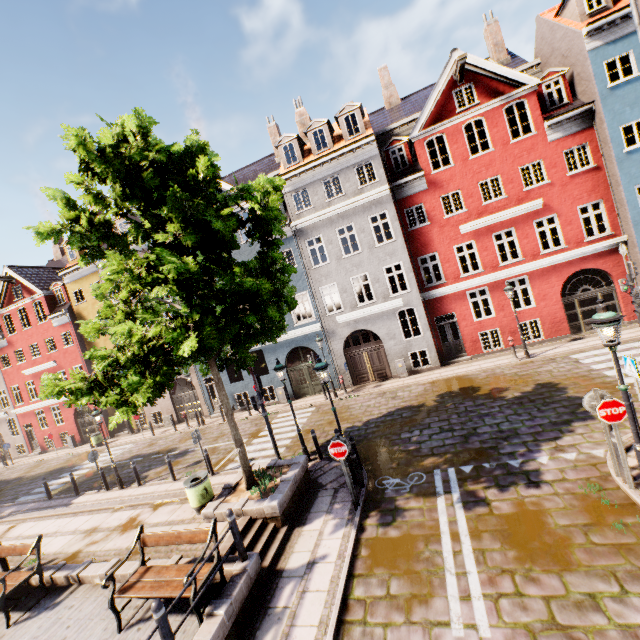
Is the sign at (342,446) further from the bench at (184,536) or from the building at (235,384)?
the building at (235,384)

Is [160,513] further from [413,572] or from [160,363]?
[413,572]

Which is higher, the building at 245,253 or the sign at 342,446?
the building at 245,253

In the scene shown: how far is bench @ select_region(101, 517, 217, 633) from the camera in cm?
604

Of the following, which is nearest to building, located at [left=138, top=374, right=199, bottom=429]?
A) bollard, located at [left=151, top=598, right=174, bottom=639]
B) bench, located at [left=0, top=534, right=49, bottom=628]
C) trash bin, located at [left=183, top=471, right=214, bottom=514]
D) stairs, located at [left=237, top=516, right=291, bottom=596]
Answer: trash bin, located at [left=183, top=471, right=214, bottom=514]

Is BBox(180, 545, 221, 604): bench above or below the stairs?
above

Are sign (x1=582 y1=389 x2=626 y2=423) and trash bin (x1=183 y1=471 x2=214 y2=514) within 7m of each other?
no

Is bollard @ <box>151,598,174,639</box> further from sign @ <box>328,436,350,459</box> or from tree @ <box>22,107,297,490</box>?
sign @ <box>328,436,350,459</box>
